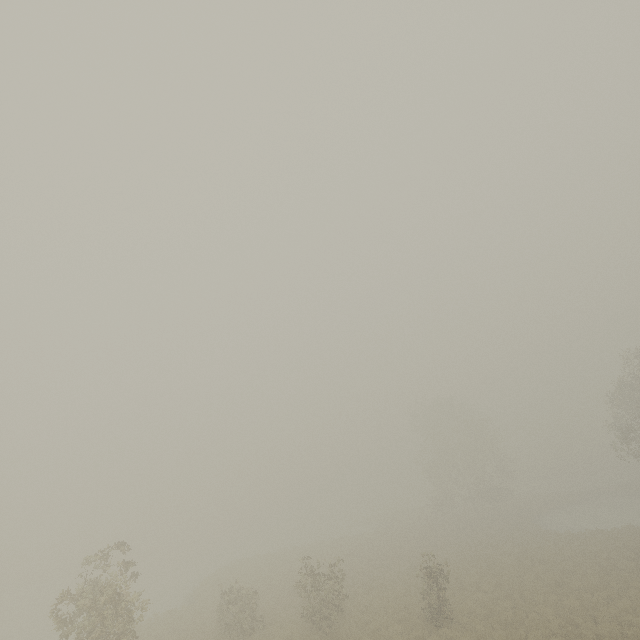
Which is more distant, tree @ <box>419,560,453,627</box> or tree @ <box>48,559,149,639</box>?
tree @ <box>419,560,453,627</box>

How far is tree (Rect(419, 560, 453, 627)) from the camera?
17.9 meters

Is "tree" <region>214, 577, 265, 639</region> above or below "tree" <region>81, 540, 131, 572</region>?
below

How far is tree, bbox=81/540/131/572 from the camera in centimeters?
1477cm

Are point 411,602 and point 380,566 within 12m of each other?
yes

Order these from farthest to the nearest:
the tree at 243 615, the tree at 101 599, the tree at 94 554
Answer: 1. the tree at 243 615
2. the tree at 94 554
3. the tree at 101 599

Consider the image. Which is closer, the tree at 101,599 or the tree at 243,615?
the tree at 101,599
